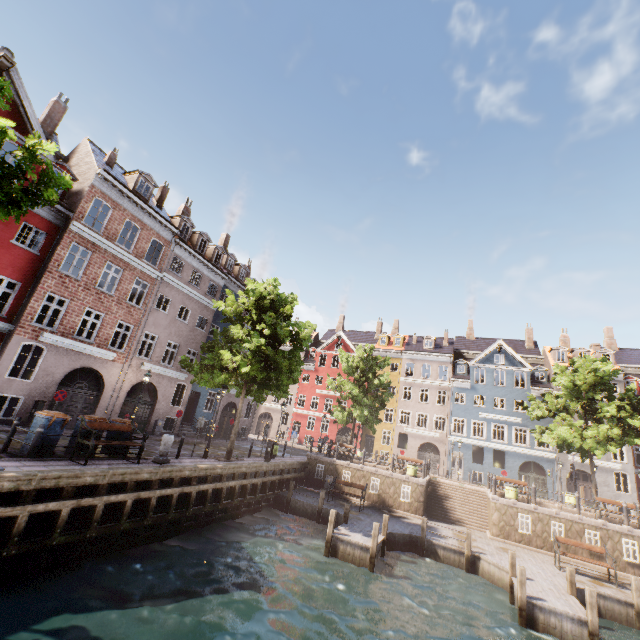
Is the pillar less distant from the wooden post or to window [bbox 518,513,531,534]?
the wooden post

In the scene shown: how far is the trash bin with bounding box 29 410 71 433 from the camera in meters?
10.6 m

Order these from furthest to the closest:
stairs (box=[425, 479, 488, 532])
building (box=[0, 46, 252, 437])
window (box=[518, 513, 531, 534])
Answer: stairs (box=[425, 479, 488, 532]) < window (box=[518, 513, 531, 534]) < building (box=[0, 46, 252, 437])

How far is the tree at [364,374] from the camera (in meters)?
28.58

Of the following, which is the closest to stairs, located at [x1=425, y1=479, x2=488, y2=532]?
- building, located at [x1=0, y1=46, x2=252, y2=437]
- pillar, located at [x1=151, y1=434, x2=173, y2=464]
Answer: building, located at [x1=0, y1=46, x2=252, y2=437]

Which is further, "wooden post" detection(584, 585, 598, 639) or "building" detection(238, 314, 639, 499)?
"building" detection(238, 314, 639, 499)

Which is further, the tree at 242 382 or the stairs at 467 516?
the stairs at 467 516

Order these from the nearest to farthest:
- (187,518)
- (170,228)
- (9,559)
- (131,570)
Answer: (9,559) < (131,570) < (187,518) < (170,228)
